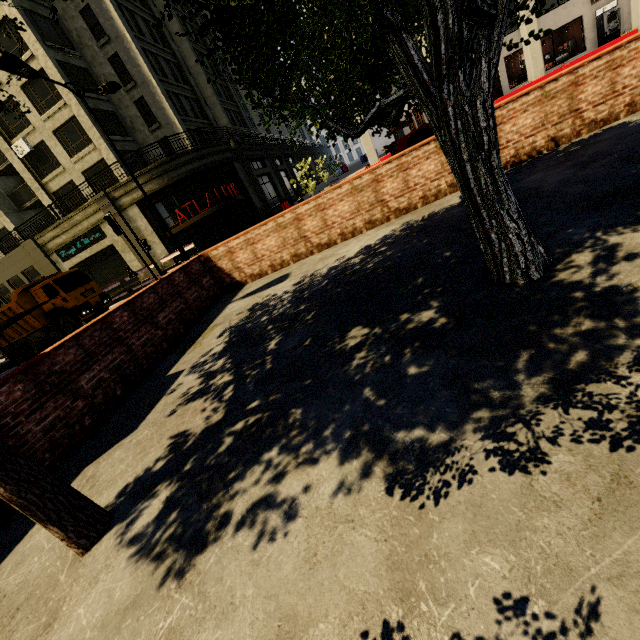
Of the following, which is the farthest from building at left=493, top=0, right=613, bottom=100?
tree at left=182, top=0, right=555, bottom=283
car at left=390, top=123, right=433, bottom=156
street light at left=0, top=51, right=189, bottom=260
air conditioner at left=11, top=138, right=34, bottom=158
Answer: street light at left=0, top=51, right=189, bottom=260

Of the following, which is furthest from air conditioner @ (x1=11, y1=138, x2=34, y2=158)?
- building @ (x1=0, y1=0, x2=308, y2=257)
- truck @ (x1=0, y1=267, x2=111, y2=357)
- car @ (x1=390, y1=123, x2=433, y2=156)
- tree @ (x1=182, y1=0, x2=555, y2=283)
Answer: car @ (x1=390, y1=123, x2=433, y2=156)

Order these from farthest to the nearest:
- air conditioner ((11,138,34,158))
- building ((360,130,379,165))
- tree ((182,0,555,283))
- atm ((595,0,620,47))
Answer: air conditioner ((11,138,34,158)) < building ((360,130,379,165)) < atm ((595,0,620,47)) < tree ((182,0,555,283))

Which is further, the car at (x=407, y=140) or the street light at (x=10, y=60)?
the car at (x=407, y=140)

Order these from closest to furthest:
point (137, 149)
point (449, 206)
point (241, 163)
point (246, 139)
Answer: point (449, 206)
point (137, 149)
point (241, 163)
point (246, 139)

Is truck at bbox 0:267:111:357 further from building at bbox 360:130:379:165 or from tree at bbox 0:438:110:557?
tree at bbox 0:438:110:557

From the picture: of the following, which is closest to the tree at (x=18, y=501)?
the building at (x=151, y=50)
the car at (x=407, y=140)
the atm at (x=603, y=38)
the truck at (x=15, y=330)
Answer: the building at (x=151, y=50)

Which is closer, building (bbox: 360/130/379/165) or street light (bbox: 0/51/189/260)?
street light (bbox: 0/51/189/260)
